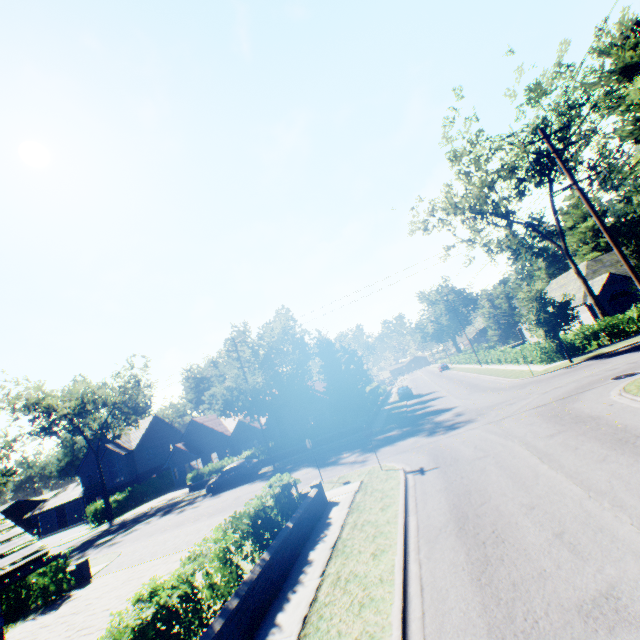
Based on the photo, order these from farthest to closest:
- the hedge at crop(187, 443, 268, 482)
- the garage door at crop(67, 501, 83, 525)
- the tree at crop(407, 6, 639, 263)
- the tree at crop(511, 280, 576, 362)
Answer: the garage door at crop(67, 501, 83, 525), the hedge at crop(187, 443, 268, 482), the tree at crop(511, 280, 576, 362), the tree at crop(407, 6, 639, 263)

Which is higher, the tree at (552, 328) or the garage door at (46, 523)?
the tree at (552, 328)

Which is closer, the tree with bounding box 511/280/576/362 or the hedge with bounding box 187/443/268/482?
the tree with bounding box 511/280/576/362

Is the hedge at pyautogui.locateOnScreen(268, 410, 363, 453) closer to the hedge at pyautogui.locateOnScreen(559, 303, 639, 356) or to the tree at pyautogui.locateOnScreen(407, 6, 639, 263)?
the tree at pyautogui.locateOnScreen(407, 6, 639, 263)

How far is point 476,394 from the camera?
25.4 meters

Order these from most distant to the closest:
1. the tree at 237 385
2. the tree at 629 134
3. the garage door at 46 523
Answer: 1. the garage door at 46 523
2. the tree at 237 385
3. the tree at 629 134

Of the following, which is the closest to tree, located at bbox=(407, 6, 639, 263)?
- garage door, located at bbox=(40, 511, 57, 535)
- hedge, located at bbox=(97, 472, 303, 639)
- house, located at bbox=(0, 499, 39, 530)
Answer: hedge, located at bbox=(97, 472, 303, 639)

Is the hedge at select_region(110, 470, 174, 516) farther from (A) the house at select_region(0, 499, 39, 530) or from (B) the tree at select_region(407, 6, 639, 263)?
(A) the house at select_region(0, 499, 39, 530)
